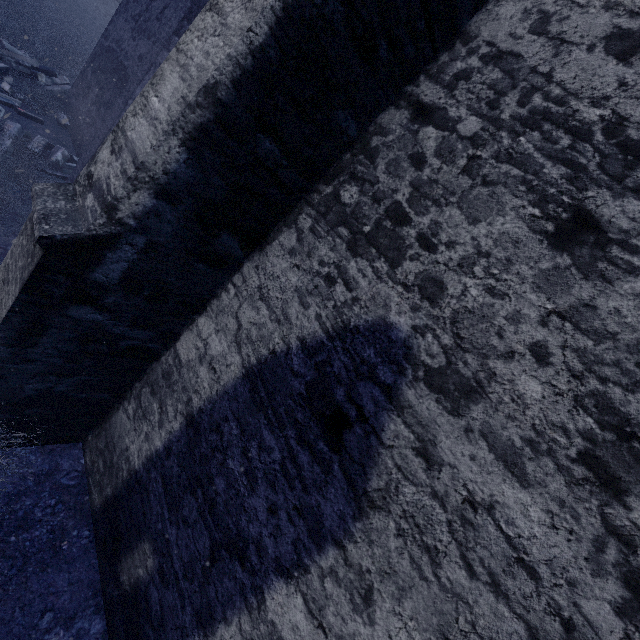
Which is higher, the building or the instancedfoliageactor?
the building

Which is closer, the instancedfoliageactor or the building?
the building

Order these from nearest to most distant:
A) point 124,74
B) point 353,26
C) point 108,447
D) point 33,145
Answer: point 353,26
point 108,447
point 33,145
point 124,74

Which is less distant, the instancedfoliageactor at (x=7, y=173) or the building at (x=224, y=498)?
the building at (x=224, y=498)

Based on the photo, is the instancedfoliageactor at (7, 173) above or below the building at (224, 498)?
below
